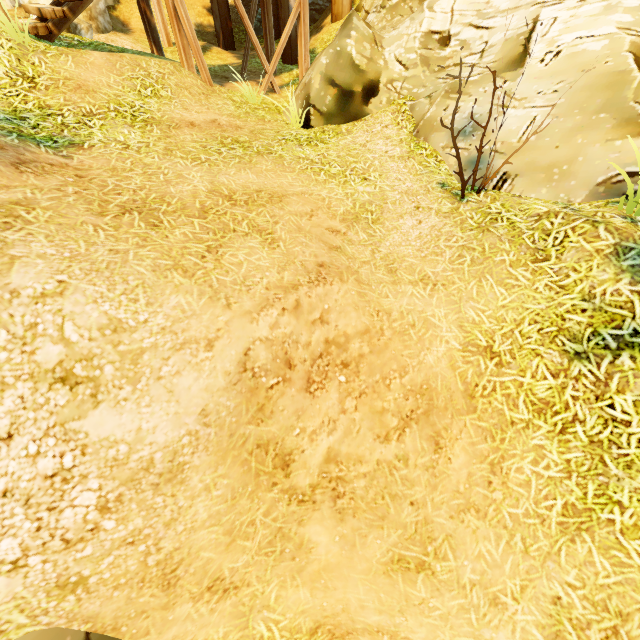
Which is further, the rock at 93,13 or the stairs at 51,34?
the rock at 93,13

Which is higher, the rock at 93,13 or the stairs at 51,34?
the stairs at 51,34

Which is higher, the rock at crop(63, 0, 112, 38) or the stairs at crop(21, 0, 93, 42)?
the stairs at crop(21, 0, 93, 42)

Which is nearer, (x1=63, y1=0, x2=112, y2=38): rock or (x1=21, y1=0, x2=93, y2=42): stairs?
(x1=21, y1=0, x2=93, y2=42): stairs

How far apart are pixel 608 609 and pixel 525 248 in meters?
3.4 m
